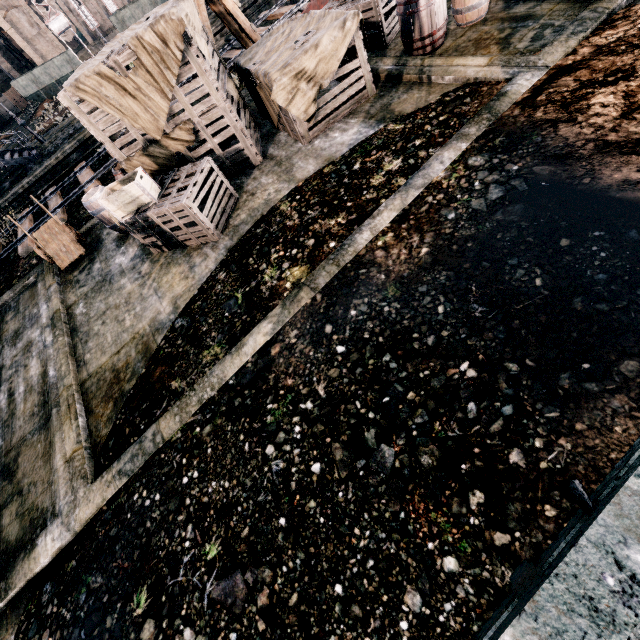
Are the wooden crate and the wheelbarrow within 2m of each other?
no

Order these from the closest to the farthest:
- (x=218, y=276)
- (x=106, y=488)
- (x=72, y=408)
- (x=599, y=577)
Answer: (x=599, y=577) → (x=106, y=488) → (x=72, y=408) → (x=218, y=276)

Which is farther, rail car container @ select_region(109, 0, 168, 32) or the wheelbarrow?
rail car container @ select_region(109, 0, 168, 32)

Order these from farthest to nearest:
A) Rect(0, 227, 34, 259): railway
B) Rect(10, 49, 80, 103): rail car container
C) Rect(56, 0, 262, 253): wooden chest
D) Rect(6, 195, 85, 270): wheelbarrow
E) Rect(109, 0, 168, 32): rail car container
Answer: Rect(10, 49, 80, 103): rail car container → Rect(109, 0, 168, 32): rail car container → Rect(0, 227, 34, 259): railway → Rect(6, 195, 85, 270): wheelbarrow → Rect(56, 0, 262, 253): wooden chest

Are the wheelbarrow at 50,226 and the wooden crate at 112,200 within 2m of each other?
no

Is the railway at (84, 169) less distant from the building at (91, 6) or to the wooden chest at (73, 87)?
the wooden chest at (73, 87)

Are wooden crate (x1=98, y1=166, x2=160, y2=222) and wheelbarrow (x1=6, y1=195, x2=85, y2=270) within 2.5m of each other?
no

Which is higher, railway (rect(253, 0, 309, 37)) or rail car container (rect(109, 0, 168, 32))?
rail car container (rect(109, 0, 168, 32))
